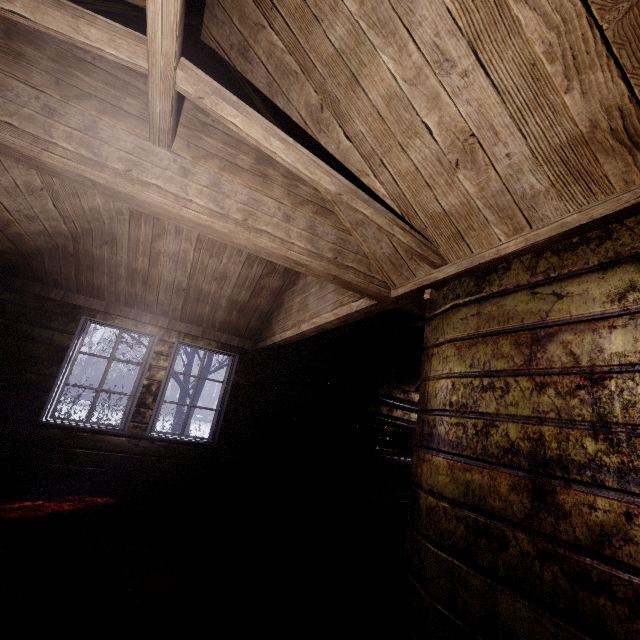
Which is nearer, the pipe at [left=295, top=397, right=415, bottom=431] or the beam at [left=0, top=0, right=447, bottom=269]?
the beam at [left=0, top=0, right=447, bottom=269]

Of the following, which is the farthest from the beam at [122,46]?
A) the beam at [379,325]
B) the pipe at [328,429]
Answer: the pipe at [328,429]

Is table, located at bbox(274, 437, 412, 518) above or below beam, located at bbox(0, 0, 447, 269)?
below

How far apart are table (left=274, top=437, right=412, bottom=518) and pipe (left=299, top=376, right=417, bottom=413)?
0.75m

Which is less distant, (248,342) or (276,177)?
(276,177)

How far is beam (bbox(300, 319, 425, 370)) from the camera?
Answer: 3.1m

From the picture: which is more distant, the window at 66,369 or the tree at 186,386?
the tree at 186,386

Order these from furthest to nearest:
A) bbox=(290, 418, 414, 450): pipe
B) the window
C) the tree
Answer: the tree < bbox=(290, 418, 414, 450): pipe < the window
